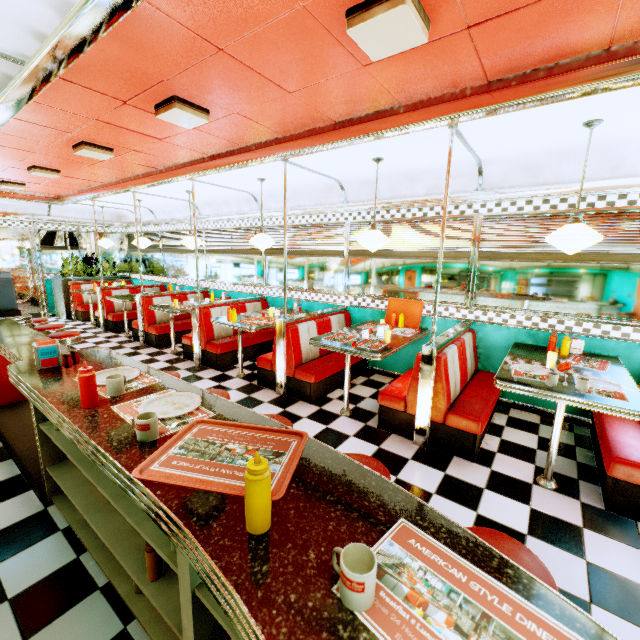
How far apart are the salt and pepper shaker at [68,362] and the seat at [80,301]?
8.1 meters

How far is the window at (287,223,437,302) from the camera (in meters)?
4.80

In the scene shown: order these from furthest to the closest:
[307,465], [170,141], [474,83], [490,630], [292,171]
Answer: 1. [292,171]
2. [170,141]
3. [474,83]
4. [307,465]
5. [490,630]

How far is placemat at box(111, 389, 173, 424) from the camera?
1.6 meters

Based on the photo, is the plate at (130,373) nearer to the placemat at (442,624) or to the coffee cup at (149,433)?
the coffee cup at (149,433)

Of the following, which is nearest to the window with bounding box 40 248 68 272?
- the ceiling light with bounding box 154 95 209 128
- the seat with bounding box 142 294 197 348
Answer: the seat with bounding box 142 294 197 348

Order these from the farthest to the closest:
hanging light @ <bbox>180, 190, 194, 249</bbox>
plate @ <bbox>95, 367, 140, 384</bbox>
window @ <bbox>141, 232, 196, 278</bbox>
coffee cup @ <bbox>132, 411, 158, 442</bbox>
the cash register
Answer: window @ <bbox>141, 232, 196, 278</bbox>
hanging light @ <bbox>180, 190, 194, 249</bbox>
the cash register
plate @ <bbox>95, 367, 140, 384</bbox>
coffee cup @ <bbox>132, 411, 158, 442</bbox>

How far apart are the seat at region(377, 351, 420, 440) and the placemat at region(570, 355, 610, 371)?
1.3m
